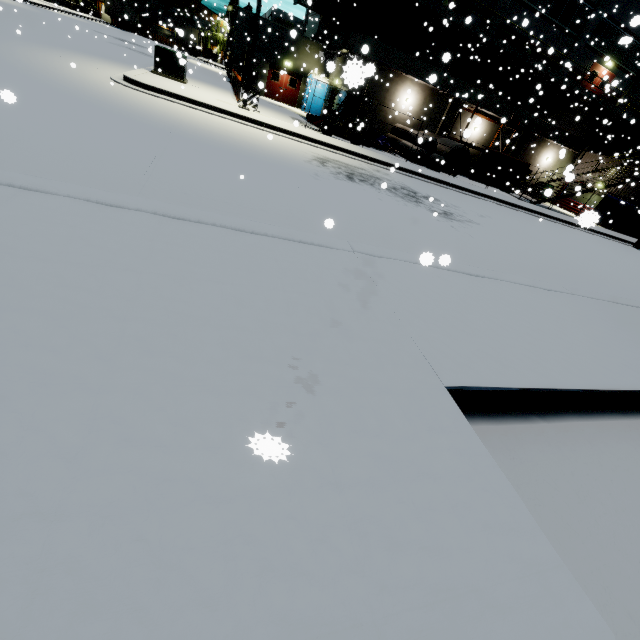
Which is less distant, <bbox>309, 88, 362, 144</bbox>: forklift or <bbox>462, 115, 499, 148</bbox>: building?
<bbox>462, 115, 499, 148</bbox>: building

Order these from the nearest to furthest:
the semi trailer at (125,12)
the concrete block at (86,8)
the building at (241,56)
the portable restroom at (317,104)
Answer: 1. the building at (241,56)
2. the portable restroom at (317,104)
3. the concrete block at (86,8)
4. the semi trailer at (125,12)

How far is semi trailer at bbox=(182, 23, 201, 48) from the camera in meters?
20.6 m

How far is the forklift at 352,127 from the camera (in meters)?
17.14

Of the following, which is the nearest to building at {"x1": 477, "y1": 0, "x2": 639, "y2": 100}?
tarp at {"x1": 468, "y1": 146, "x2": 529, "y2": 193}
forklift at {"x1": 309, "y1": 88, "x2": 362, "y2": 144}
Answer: tarp at {"x1": 468, "y1": 146, "x2": 529, "y2": 193}

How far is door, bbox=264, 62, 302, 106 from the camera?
27.8m

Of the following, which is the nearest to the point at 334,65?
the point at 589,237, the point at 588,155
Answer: the point at 589,237

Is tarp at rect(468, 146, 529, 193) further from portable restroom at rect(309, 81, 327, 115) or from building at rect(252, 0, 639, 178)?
building at rect(252, 0, 639, 178)
